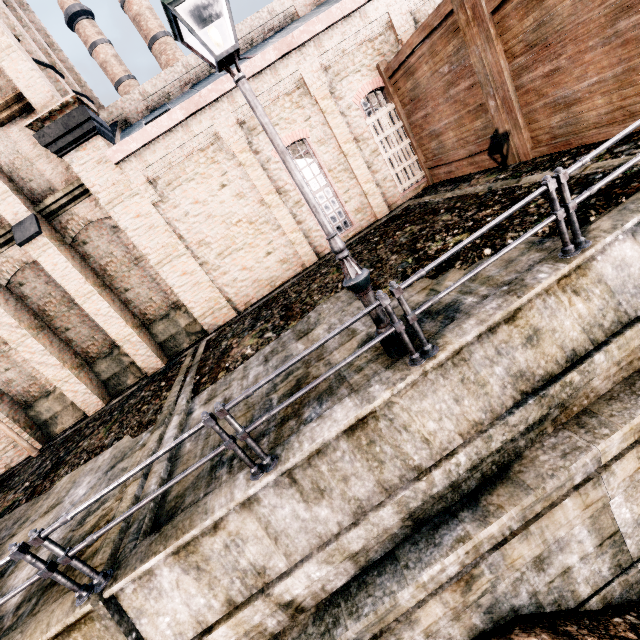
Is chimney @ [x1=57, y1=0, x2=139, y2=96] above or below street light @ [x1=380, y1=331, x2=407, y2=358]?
above

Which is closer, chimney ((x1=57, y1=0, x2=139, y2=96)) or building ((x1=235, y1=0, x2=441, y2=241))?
building ((x1=235, y1=0, x2=441, y2=241))

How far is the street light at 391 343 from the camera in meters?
5.4 m

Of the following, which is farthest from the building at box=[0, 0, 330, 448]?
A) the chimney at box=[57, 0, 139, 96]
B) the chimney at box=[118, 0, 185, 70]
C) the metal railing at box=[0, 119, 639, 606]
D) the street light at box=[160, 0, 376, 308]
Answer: the chimney at box=[118, 0, 185, 70]

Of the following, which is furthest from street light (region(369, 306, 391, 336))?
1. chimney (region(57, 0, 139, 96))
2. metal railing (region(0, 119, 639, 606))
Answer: chimney (region(57, 0, 139, 96))

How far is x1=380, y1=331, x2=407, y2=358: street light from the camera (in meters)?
5.36

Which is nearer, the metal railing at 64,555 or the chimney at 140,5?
the metal railing at 64,555

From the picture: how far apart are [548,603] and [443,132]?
14.9m
